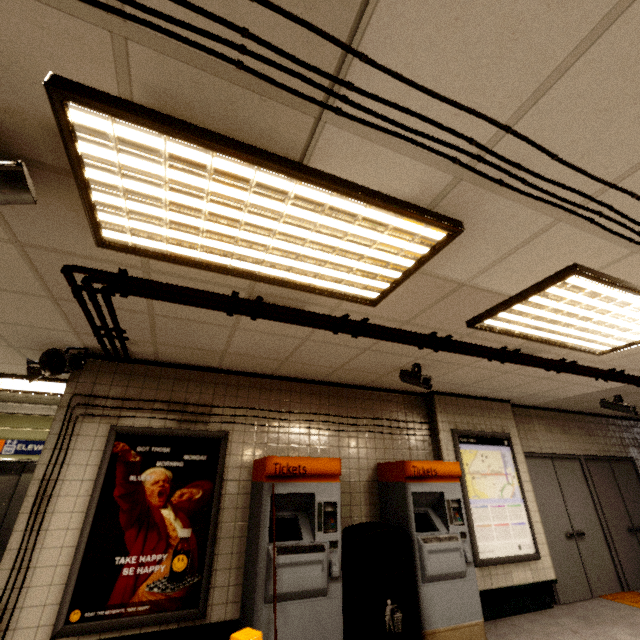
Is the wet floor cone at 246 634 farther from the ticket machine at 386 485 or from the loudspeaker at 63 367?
the loudspeaker at 63 367

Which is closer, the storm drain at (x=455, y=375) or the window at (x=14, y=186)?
the window at (x=14, y=186)

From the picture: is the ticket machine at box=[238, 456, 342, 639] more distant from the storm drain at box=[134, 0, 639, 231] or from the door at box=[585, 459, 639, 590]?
the door at box=[585, 459, 639, 590]

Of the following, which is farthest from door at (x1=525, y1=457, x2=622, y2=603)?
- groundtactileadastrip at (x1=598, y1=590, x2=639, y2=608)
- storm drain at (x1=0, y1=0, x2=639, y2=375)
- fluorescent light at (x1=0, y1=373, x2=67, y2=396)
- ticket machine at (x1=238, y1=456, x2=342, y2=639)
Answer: fluorescent light at (x1=0, y1=373, x2=67, y2=396)

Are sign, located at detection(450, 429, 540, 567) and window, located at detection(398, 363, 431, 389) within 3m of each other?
yes

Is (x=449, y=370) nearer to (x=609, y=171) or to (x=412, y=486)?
(x=412, y=486)

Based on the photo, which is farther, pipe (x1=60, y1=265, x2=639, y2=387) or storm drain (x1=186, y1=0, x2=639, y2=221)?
pipe (x1=60, y1=265, x2=639, y2=387)

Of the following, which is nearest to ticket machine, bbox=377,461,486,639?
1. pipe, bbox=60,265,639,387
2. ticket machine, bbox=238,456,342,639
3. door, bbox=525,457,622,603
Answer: ticket machine, bbox=238,456,342,639
